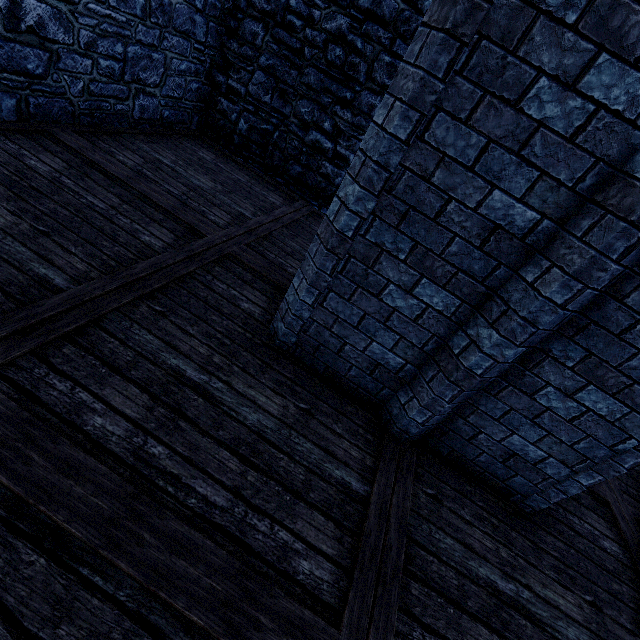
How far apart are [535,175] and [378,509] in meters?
2.6
